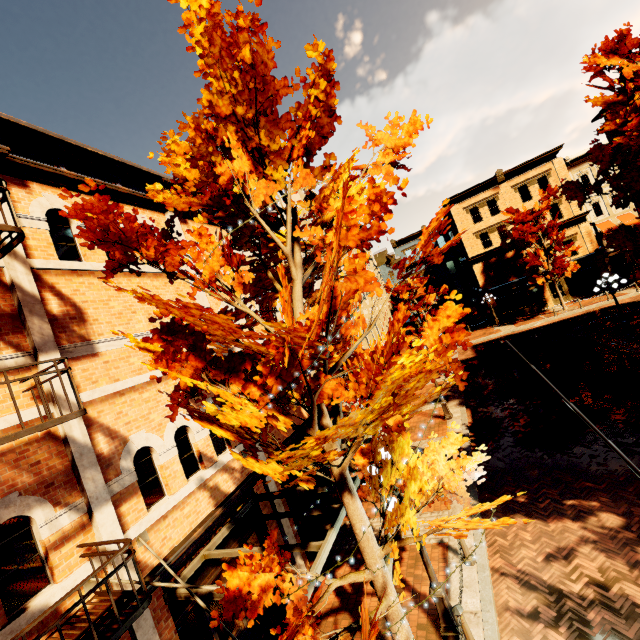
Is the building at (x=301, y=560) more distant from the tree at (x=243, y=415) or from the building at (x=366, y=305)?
the building at (x=366, y=305)

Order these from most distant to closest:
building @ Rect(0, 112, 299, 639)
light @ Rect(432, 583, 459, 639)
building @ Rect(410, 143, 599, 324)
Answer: building @ Rect(410, 143, 599, 324) → light @ Rect(432, 583, 459, 639) → building @ Rect(0, 112, 299, 639)

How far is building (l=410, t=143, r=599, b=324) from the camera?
32.41m

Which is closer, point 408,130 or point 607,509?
point 408,130

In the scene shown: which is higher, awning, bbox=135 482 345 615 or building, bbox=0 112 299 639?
building, bbox=0 112 299 639

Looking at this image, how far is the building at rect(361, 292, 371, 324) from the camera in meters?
20.0

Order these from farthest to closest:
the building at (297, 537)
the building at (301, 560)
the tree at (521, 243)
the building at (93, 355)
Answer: the building at (301, 560), the tree at (521, 243), the building at (297, 537), the building at (93, 355)

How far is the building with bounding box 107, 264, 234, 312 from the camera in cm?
719
